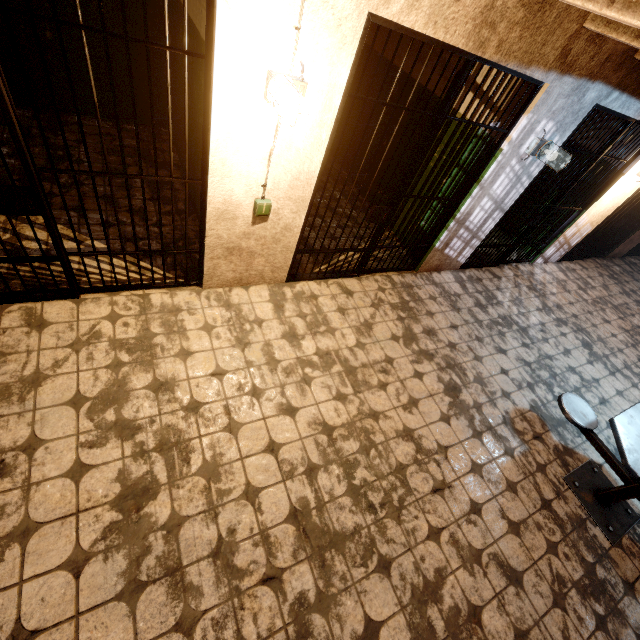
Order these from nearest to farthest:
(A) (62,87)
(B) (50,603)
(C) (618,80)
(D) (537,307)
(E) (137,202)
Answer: (B) (50,603)
(C) (618,80)
(E) (137,202)
(A) (62,87)
(D) (537,307)

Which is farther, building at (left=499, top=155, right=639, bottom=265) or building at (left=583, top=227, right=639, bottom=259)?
building at (left=583, top=227, right=639, bottom=259)

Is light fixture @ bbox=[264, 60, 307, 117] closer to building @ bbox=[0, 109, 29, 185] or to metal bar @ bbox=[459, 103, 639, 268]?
building @ bbox=[0, 109, 29, 185]

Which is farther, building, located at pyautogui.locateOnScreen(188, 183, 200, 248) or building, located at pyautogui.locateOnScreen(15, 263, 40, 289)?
building, located at pyautogui.locateOnScreen(188, 183, 200, 248)

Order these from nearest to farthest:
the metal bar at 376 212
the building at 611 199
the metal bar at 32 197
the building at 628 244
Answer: the metal bar at 32 197
the metal bar at 376 212
the building at 611 199
the building at 628 244

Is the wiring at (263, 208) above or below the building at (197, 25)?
below

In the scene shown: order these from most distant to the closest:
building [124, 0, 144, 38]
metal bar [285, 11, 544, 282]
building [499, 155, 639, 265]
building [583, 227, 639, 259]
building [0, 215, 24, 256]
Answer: building [583, 227, 639, 259] → building [499, 155, 639, 265] → building [124, 0, 144, 38] → building [0, 215, 24, 256] → metal bar [285, 11, 544, 282]

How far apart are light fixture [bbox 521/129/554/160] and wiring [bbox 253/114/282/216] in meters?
3.0 m
